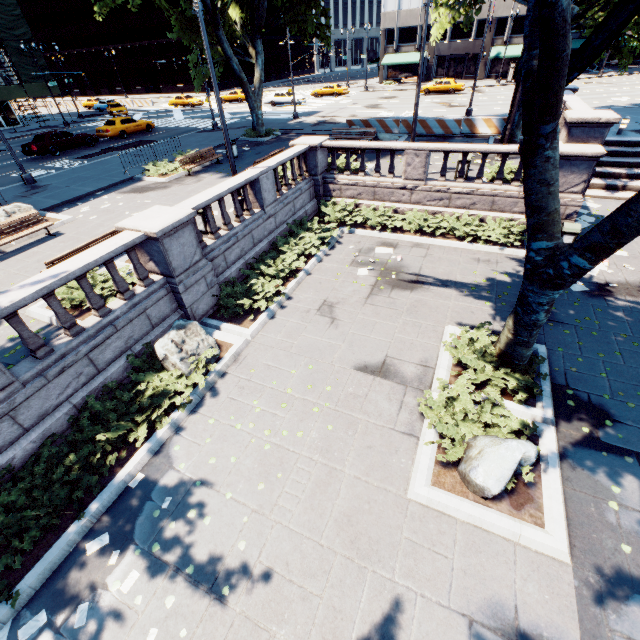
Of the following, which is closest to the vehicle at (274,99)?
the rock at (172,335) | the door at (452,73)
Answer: the door at (452,73)

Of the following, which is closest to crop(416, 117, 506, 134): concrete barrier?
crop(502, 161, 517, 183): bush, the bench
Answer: the bench

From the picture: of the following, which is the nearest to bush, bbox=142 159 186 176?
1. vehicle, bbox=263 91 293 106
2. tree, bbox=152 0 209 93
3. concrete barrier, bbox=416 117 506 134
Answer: tree, bbox=152 0 209 93

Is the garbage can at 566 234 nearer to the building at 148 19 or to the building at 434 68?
the building at 434 68

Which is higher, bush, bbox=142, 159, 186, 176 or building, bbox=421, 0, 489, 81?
building, bbox=421, 0, 489, 81

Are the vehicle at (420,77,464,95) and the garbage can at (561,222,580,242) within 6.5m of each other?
no

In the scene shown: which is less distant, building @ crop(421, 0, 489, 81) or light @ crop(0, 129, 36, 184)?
light @ crop(0, 129, 36, 184)

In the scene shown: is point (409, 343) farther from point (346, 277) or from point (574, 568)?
point (574, 568)
